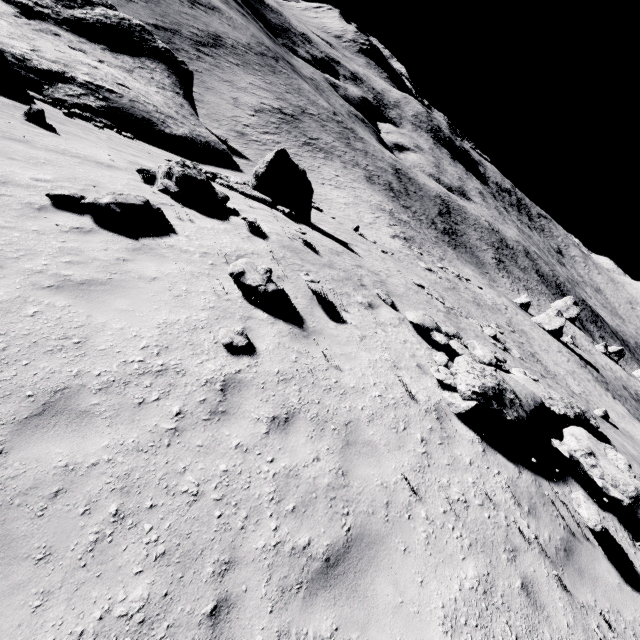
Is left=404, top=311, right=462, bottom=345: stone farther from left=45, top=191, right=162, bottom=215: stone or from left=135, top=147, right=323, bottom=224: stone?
left=45, top=191, right=162, bottom=215: stone

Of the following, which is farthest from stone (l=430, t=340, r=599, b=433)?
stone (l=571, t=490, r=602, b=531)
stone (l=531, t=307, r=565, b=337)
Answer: stone (l=531, t=307, r=565, b=337)

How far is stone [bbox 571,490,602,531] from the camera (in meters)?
5.30

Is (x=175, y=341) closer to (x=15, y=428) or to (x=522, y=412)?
(x=15, y=428)

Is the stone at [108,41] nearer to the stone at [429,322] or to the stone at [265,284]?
the stone at [429,322]

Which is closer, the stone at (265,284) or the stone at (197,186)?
the stone at (265,284)

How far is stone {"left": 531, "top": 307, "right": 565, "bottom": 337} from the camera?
34.5 meters

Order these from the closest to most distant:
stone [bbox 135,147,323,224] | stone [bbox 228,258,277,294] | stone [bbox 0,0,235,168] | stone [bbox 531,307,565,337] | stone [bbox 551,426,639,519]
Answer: stone [bbox 551,426,639,519] < stone [bbox 228,258,277,294] < stone [bbox 135,147,323,224] < stone [bbox 0,0,235,168] < stone [bbox 531,307,565,337]
